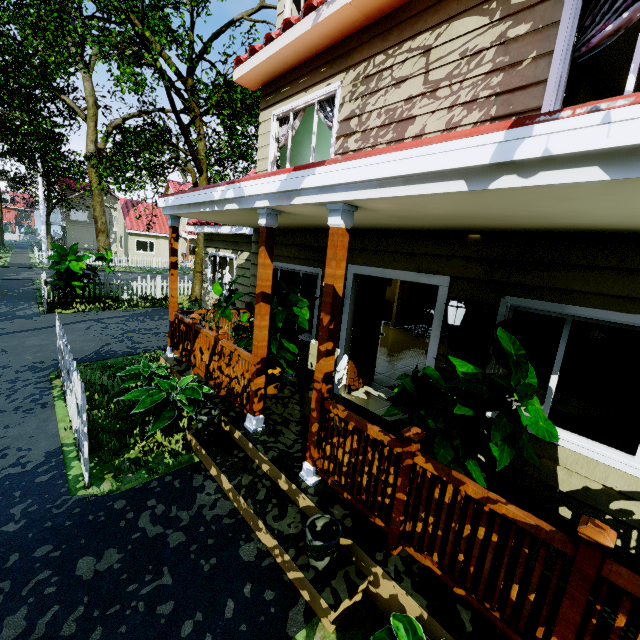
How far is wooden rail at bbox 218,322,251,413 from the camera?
4.4m

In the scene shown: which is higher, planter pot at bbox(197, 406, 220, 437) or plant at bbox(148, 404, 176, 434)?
planter pot at bbox(197, 406, 220, 437)

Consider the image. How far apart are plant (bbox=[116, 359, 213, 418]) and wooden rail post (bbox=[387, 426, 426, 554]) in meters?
3.0

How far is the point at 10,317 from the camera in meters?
9.8

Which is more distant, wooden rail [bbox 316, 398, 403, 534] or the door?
the door

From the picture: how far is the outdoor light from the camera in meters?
3.6 m

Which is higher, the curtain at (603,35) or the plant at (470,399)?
the curtain at (603,35)

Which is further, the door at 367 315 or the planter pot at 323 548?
the door at 367 315
